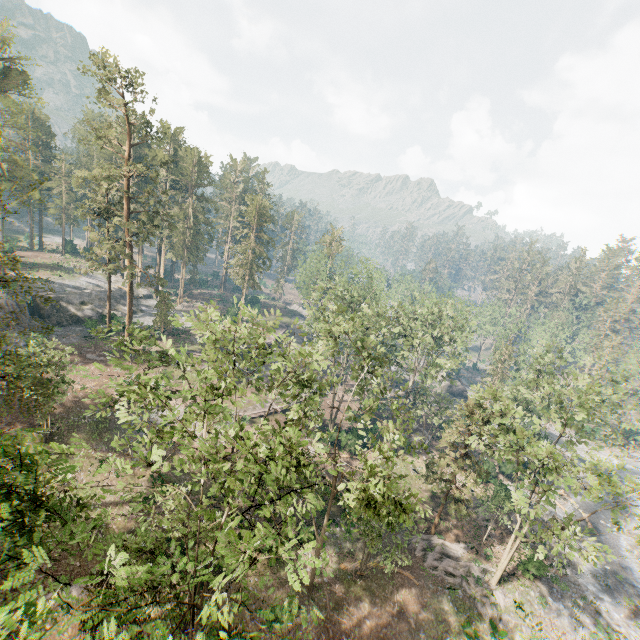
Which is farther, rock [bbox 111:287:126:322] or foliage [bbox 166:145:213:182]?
foliage [bbox 166:145:213:182]

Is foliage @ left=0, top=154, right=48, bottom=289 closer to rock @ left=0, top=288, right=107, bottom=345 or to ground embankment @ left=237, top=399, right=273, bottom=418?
rock @ left=0, top=288, right=107, bottom=345

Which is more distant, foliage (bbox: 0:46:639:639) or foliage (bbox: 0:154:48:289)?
foliage (bbox: 0:154:48:289)

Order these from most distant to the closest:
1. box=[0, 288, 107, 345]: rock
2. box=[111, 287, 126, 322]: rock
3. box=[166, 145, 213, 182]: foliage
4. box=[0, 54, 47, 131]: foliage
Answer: box=[166, 145, 213, 182]: foliage
box=[111, 287, 126, 322]: rock
box=[0, 54, 47, 131]: foliage
box=[0, 288, 107, 345]: rock

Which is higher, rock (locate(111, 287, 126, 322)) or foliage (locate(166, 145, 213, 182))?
foliage (locate(166, 145, 213, 182))

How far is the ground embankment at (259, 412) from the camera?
39.6 meters

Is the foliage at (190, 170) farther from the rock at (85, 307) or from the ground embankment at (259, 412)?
the ground embankment at (259, 412)

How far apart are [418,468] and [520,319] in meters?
33.9
